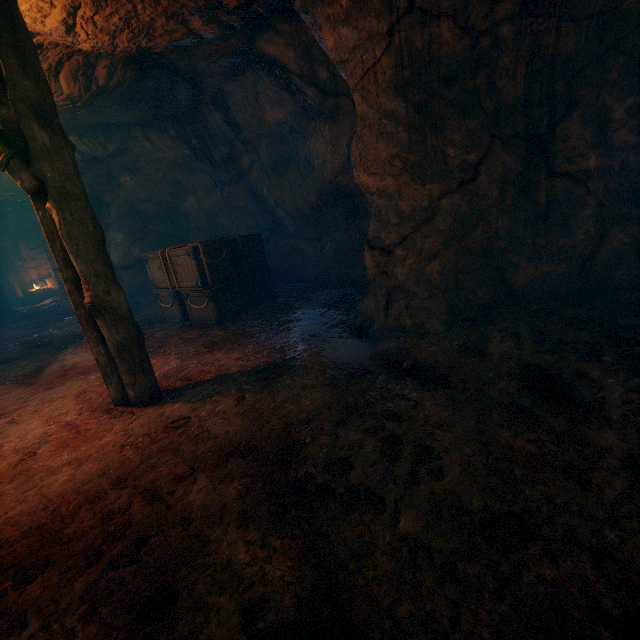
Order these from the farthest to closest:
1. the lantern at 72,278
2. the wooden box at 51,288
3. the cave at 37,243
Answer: the wooden box at 51,288
the cave at 37,243
the lantern at 72,278

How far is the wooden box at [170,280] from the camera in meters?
6.7 m

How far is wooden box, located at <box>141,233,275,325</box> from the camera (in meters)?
6.71

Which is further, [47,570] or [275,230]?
[275,230]

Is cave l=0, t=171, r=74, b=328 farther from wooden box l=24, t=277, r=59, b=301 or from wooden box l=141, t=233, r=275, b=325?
wooden box l=141, t=233, r=275, b=325

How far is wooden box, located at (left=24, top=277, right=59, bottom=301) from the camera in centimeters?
1777cm

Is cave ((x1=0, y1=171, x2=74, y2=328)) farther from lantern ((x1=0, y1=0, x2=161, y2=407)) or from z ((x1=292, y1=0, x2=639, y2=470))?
z ((x1=292, y1=0, x2=639, y2=470))

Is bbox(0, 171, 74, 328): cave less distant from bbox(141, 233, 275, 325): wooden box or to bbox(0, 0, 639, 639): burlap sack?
bbox(0, 0, 639, 639): burlap sack
